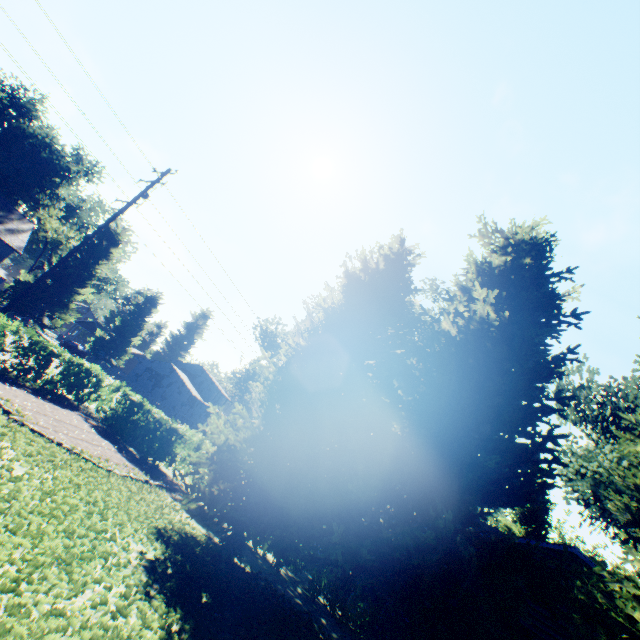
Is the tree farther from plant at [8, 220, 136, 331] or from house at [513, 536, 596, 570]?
house at [513, 536, 596, 570]

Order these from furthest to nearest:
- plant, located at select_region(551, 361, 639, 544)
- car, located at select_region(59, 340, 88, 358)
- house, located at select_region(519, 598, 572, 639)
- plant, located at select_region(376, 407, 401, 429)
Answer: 1. car, located at select_region(59, 340, 88, 358)
2. plant, located at select_region(376, 407, 401, 429)
3. plant, located at select_region(551, 361, 639, 544)
4. house, located at select_region(519, 598, 572, 639)

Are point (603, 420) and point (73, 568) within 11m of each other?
Answer: no

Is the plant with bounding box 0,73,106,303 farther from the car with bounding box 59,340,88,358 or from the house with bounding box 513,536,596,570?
the house with bounding box 513,536,596,570

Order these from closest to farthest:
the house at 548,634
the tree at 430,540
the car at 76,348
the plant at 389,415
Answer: the tree at 430,540
the house at 548,634
the plant at 389,415
the car at 76,348

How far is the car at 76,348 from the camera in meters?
47.3

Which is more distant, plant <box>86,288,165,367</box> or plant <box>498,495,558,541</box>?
plant <box>86,288,165,367</box>

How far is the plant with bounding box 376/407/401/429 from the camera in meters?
28.2
